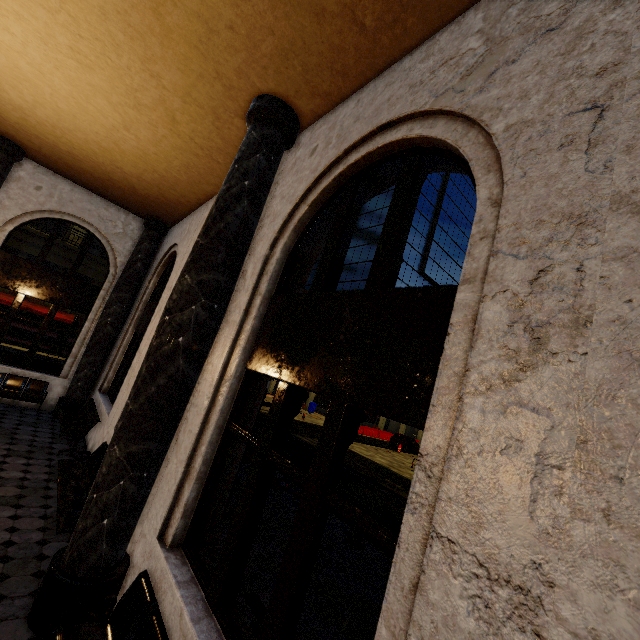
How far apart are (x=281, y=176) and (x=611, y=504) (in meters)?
5.03

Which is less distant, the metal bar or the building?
the building

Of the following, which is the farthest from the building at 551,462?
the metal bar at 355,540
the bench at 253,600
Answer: the metal bar at 355,540

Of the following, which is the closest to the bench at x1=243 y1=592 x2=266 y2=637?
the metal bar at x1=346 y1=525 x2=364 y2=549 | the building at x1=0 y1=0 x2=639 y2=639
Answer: the building at x1=0 y1=0 x2=639 y2=639

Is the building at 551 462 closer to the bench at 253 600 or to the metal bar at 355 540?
the bench at 253 600

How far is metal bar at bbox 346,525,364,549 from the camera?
7.3 meters

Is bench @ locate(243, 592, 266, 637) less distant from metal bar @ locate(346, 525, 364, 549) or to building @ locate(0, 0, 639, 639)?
building @ locate(0, 0, 639, 639)
